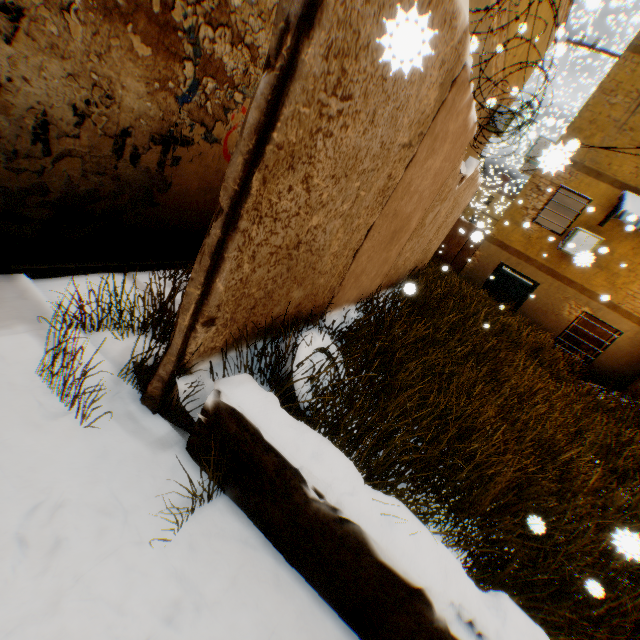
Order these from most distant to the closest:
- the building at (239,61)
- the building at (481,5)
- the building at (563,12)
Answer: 1. the building at (563,12)
2. the building at (481,5)
3. the building at (239,61)

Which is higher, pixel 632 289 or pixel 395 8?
pixel 632 289

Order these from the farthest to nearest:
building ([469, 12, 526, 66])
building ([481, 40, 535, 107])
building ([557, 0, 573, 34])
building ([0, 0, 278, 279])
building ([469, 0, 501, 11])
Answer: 1. building ([557, 0, 573, 34])
2. building ([481, 40, 535, 107])
3. building ([469, 12, 526, 66])
4. building ([469, 0, 501, 11])
5. building ([0, 0, 278, 279])

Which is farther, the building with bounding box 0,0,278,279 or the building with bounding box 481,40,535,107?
the building with bounding box 481,40,535,107

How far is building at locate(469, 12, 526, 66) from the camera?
7.6 meters

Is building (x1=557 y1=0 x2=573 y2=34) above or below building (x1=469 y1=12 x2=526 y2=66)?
above

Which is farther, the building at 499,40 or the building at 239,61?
the building at 499,40
